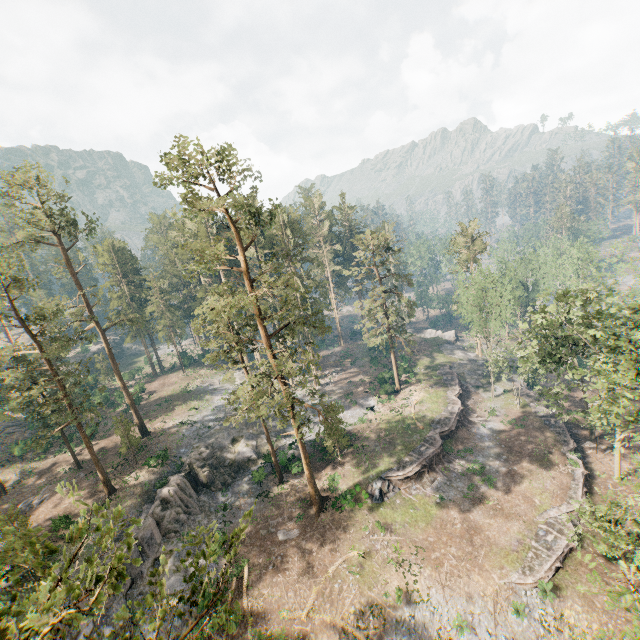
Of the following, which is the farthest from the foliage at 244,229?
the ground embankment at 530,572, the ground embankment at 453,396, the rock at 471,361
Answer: the ground embankment at 453,396

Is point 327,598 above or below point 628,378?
below

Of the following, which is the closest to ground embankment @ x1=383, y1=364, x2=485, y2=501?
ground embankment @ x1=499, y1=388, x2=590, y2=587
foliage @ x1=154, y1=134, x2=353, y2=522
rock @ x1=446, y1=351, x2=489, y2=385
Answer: rock @ x1=446, y1=351, x2=489, y2=385

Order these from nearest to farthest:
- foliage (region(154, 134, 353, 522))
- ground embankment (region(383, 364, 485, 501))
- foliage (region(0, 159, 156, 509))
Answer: foliage (region(154, 134, 353, 522)) → foliage (region(0, 159, 156, 509)) → ground embankment (region(383, 364, 485, 501))

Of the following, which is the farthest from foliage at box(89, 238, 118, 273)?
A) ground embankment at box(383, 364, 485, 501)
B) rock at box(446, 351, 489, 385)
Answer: ground embankment at box(383, 364, 485, 501)

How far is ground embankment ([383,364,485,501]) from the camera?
33.3 meters

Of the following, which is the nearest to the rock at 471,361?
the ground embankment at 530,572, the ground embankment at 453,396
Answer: the ground embankment at 453,396

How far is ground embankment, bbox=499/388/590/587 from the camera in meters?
24.8
